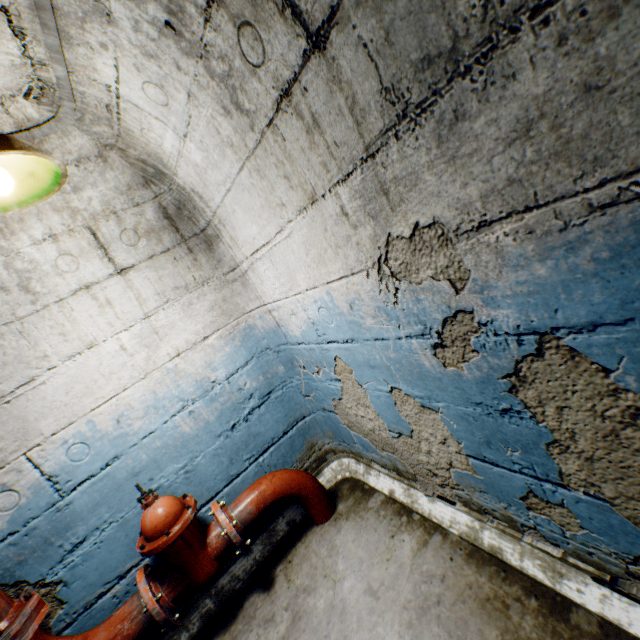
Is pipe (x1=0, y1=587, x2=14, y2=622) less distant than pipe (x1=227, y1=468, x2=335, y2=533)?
Yes

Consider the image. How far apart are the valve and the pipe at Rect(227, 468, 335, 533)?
0.1 meters

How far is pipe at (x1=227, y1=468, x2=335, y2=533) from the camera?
2.12m

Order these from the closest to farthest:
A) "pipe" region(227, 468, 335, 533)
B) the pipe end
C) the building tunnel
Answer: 1. the building tunnel
2. the pipe end
3. "pipe" region(227, 468, 335, 533)

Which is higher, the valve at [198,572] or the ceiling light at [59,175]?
the ceiling light at [59,175]

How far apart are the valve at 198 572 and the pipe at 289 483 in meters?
0.1

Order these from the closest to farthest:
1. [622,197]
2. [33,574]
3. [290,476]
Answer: [622,197] < [33,574] < [290,476]

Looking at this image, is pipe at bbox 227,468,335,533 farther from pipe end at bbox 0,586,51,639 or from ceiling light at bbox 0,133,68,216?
ceiling light at bbox 0,133,68,216
